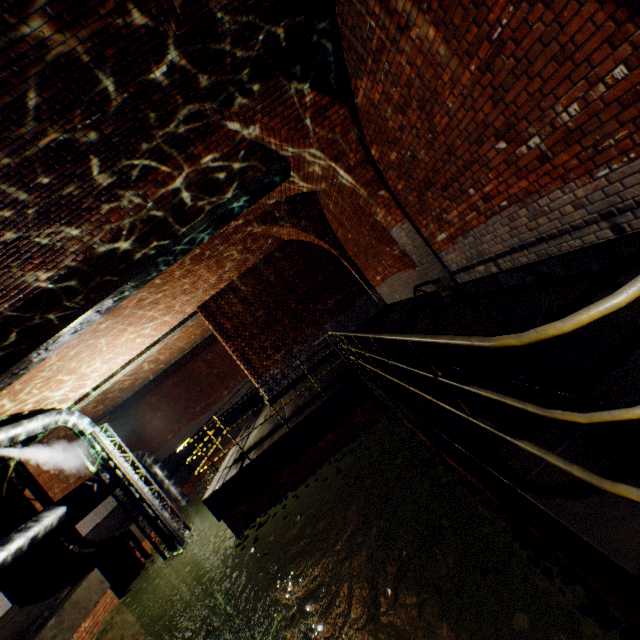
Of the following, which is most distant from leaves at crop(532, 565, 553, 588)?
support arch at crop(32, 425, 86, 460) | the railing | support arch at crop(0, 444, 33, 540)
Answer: support arch at crop(32, 425, 86, 460)

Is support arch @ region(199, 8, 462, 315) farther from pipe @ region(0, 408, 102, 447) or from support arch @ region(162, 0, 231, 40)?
pipe @ region(0, 408, 102, 447)

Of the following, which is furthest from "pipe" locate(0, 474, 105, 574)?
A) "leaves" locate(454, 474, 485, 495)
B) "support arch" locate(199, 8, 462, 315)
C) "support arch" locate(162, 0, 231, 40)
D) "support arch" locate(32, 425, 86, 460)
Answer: "leaves" locate(454, 474, 485, 495)

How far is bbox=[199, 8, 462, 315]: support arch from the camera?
4.12m

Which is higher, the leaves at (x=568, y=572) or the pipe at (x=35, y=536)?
the pipe at (x=35, y=536)

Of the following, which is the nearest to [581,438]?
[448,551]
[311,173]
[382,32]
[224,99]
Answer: [382,32]

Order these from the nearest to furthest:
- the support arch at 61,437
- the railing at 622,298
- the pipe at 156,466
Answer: the railing at 622,298
the support arch at 61,437
the pipe at 156,466

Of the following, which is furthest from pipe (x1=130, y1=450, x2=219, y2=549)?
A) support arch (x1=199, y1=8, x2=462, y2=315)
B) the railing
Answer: support arch (x1=199, y1=8, x2=462, y2=315)
